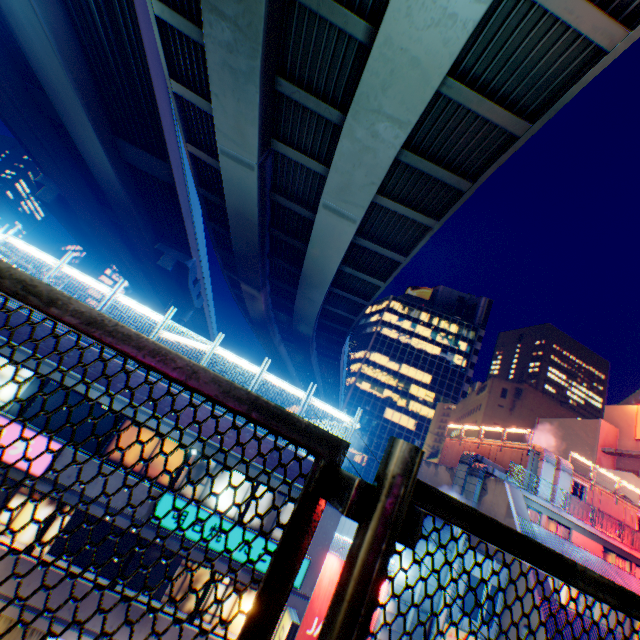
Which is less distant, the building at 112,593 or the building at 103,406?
the building at 112,593

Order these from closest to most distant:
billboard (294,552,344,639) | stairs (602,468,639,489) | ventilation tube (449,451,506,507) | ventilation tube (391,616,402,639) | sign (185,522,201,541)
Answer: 1. sign (185,522,201,541)
2. billboard (294,552,344,639)
3. ventilation tube (391,616,402,639)
4. ventilation tube (449,451,506,507)
5. stairs (602,468,639,489)

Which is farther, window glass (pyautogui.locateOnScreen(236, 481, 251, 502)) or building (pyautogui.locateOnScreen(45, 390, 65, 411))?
window glass (pyautogui.locateOnScreen(236, 481, 251, 502))

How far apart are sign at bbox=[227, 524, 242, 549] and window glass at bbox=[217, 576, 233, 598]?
0.7m

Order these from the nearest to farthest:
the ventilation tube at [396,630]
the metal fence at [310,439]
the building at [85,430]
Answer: the metal fence at [310,439]
the building at [85,430]
the ventilation tube at [396,630]

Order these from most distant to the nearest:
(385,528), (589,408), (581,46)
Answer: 1. (589,408)
2. (581,46)
3. (385,528)

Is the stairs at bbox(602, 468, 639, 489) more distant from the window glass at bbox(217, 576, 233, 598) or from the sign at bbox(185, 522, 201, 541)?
the window glass at bbox(217, 576, 233, 598)

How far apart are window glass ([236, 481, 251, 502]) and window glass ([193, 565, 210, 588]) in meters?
1.3
